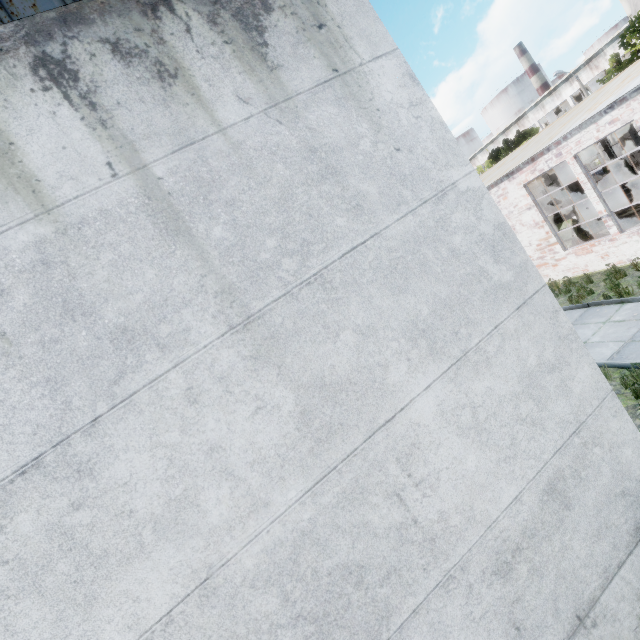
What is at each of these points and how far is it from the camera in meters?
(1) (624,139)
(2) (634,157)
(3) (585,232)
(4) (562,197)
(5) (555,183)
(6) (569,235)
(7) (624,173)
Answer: (1) column beam, 16.3
(2) column beam, 16.4
(3) column beam, 14.7
(4) column beam, 14.6
(5) column beam, 14.5
(6) cabinet, 14.6
(7) band saw, 18.3

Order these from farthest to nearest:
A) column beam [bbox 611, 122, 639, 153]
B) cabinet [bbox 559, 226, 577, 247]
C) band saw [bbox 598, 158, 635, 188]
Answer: band saw [bbox 598, 158, 635, 188] < column beam [bbox 611, 122, 639, 153] < cabinet [bbox 559, 226, 577, 247]

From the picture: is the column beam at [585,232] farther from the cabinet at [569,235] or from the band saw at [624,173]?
the band saw at [624,173]

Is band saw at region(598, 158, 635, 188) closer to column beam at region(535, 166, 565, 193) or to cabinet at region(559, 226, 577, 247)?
column beam at region(535, 166, 565, 193)

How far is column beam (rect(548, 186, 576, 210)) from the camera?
14.6m

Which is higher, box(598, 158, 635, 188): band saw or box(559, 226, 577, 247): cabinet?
box(598, 158, 635, 188): band saw
